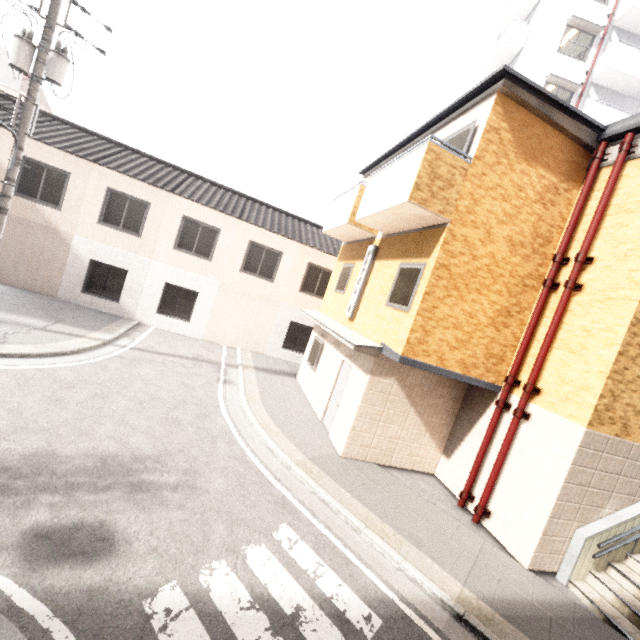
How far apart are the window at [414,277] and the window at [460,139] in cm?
199

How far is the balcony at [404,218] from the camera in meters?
6.5 m

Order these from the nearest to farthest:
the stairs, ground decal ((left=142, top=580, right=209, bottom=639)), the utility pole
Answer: ground decal ((left=142, top=580, right=209, bottom=639)) → the stairs → the utility pole

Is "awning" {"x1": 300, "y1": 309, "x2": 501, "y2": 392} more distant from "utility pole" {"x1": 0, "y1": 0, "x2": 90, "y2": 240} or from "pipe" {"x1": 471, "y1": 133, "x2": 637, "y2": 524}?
"utility pole" {"x1": 0, "y1": 0, "x2": 90, "y2": 240}

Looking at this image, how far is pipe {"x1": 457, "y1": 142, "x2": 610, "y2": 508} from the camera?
7.16m

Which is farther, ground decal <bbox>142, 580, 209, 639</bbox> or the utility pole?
the utility pole

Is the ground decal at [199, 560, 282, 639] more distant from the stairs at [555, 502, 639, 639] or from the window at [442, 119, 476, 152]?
the window at [442, 119, 476, 152]

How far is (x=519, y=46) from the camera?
19.78m
